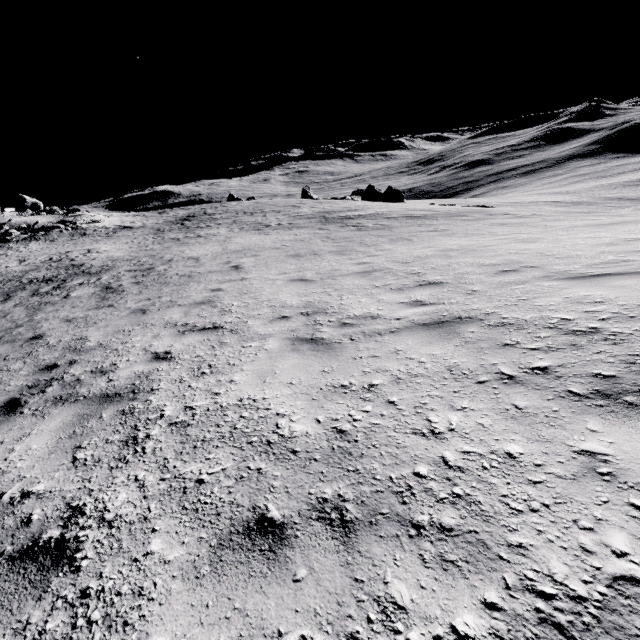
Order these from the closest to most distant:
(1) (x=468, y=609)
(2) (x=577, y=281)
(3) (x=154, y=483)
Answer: (1) (x=468, y=609)
(3) (x=154, y=483)
(2) (x=577, y=281)

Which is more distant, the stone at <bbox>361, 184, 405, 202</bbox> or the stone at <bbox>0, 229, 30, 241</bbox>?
the stone at <bbox>361, 184, 405, 202</bbox>

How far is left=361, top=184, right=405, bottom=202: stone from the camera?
45.9m

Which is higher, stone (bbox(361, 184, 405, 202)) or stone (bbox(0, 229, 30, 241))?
stone (bbox(0, 229, 30, 241))

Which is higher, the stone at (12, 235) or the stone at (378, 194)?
the stone at (12, 235)

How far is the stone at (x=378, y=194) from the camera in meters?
45.9 m
